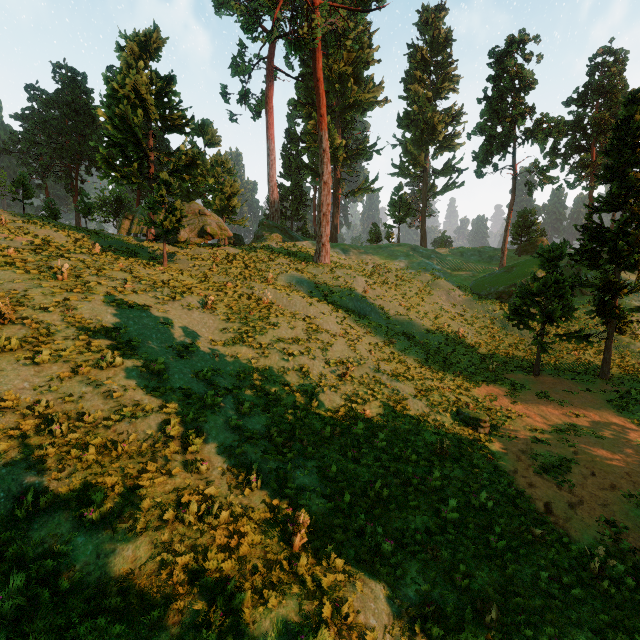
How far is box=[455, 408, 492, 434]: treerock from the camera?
15.2 meters

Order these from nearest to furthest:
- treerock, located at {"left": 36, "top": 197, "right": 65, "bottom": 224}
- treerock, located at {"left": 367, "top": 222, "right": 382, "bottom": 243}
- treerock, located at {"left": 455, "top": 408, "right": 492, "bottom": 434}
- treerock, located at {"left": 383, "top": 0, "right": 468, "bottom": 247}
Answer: treerock, located at {"left": 455, "top": 408, "right": 492, "bottom": 434} < treerock, located at {"left": 36, "top": 197, "right": 65, "bottom": 224} < treerock, located at {"left": 383, "top": 0, "right": 468, "bottom": 247} < treerock, located at {"left": 367, "top": 222, "right": 382, "bottom": 243}

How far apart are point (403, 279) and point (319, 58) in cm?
2177

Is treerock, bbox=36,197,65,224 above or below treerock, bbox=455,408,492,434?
above

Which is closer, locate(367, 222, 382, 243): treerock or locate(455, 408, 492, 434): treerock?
locate(455, 408, 492, 434): treerock

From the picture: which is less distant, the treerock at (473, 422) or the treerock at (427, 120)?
the treerock at (473, 422)

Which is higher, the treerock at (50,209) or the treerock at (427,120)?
the treerock at (427,120)

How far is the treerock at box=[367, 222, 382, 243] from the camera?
55.7m
